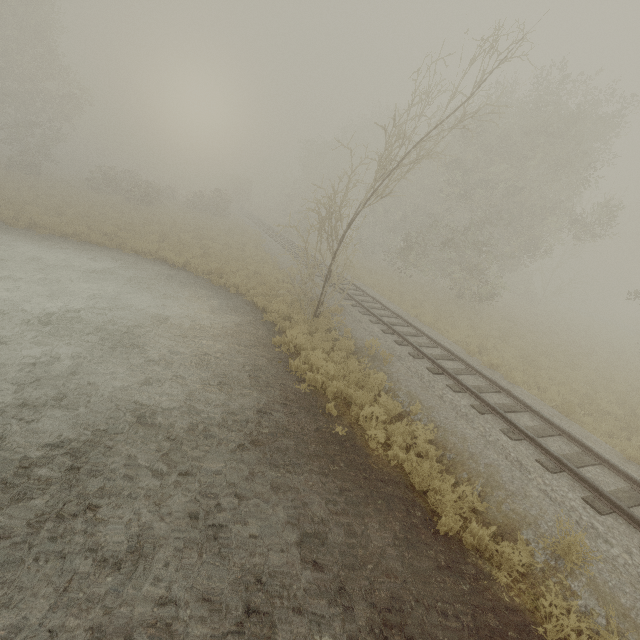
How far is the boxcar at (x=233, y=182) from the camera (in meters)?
56.39

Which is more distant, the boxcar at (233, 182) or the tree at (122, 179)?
the boxcar at (233, 182)

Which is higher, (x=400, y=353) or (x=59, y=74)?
(x=59, y=74)

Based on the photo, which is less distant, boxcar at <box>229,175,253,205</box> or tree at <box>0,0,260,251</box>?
tree at <box>0,0,260,251</box>

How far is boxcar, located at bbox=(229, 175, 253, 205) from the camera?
56.4 meters
